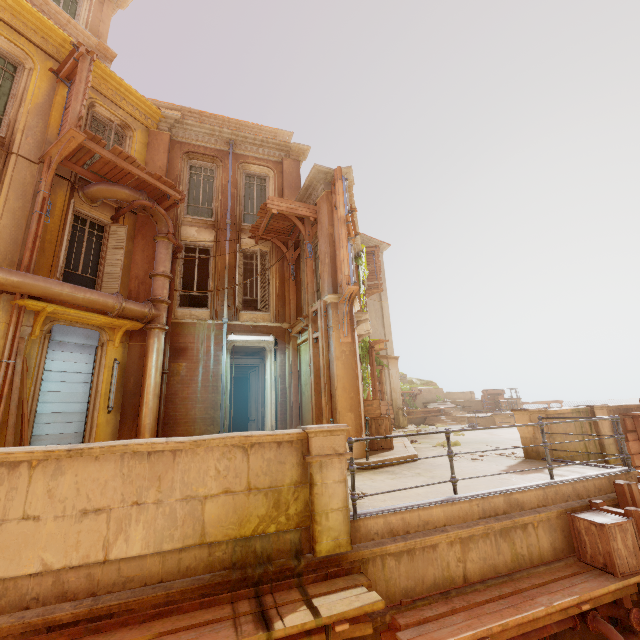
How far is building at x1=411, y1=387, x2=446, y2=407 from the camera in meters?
30.0 m

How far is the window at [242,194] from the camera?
13.30m

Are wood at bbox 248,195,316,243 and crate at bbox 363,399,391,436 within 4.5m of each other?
no

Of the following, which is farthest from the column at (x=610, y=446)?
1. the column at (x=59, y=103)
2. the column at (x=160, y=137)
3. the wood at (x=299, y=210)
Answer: the column at (x=59, y=103)

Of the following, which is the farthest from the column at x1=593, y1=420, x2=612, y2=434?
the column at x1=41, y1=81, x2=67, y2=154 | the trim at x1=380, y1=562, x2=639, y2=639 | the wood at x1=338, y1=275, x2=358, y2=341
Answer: the column at x1=41, y1=81, x2=67, y2=154

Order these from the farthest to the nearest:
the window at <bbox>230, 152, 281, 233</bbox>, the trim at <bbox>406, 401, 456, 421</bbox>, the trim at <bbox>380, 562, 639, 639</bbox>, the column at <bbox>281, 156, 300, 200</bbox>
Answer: the trim at <bbox>406, 401, 456, 421</bbox>, the column at <bbox>281, 156, 300, 200</bbox>, the window at <bbox>230, 152, 281, 233</bbox>, the trim at <bbox>380, 562, 639, 639</bbox>

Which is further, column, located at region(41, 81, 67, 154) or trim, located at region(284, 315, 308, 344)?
trim, located at region(284, 315, 308, 344)

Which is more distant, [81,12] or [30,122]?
[81,12]
